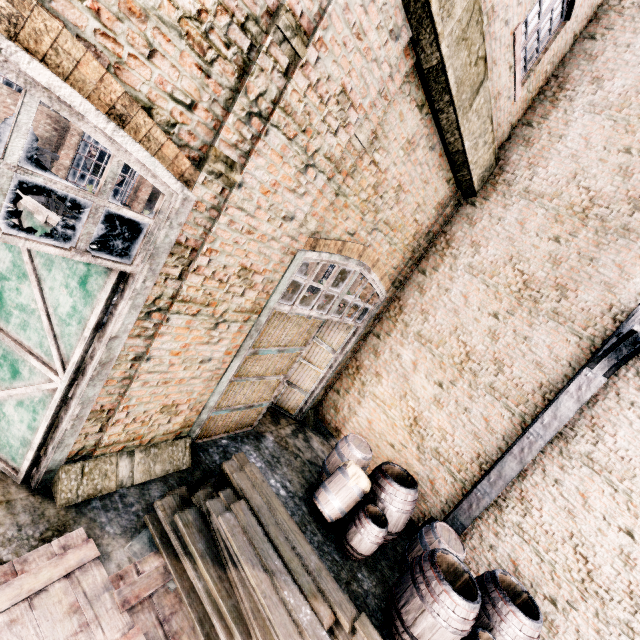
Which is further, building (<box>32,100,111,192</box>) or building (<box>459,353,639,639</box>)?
building (<box>32,100,111,192</box>)

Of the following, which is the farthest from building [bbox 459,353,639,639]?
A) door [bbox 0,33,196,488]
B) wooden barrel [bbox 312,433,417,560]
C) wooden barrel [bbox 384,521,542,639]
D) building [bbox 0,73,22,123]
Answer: building [bbox 0,73,22,123]

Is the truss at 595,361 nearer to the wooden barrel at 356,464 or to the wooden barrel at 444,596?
the wooden barrel at 356,464

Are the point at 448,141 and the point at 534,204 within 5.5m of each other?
yes

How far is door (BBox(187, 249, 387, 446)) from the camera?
6.1m

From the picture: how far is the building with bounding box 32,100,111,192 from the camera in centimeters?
2259cm

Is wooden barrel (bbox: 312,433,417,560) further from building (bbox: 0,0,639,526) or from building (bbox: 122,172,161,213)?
building (bbox: 122,172,161,213)

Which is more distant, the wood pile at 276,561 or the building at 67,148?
the building at 67,148
